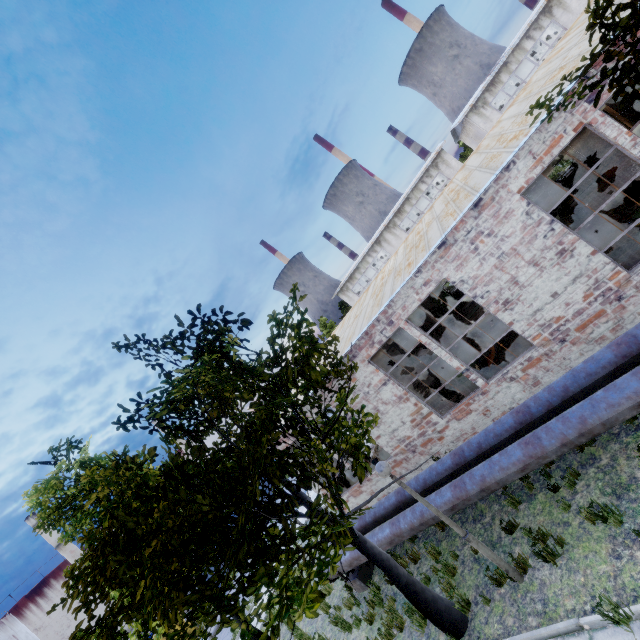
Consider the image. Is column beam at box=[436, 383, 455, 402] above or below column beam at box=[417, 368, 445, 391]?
below

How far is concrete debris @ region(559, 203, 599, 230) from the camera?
13.59m

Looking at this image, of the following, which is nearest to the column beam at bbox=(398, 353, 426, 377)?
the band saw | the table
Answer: the band saw

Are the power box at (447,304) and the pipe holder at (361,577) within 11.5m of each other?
no

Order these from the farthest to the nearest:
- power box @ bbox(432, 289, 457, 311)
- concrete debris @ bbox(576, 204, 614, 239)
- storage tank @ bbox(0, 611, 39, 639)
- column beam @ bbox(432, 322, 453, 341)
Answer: storage tank @ bbox(0, 611, 39, 639) → power box @ bbox(432, 289, 457, 311) → column beam @ bbox(432, 322, 453, 341) → concrete debris @ bbox(576, 204, 614, 239)

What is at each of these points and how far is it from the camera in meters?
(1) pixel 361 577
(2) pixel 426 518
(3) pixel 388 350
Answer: (1) pipe holder, 10.0 m
(2) pipe, 8.0 m
(3) column beam, 13.7 m

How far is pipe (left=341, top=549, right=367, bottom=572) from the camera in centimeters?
950cm

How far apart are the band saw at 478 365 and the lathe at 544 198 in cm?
1006
